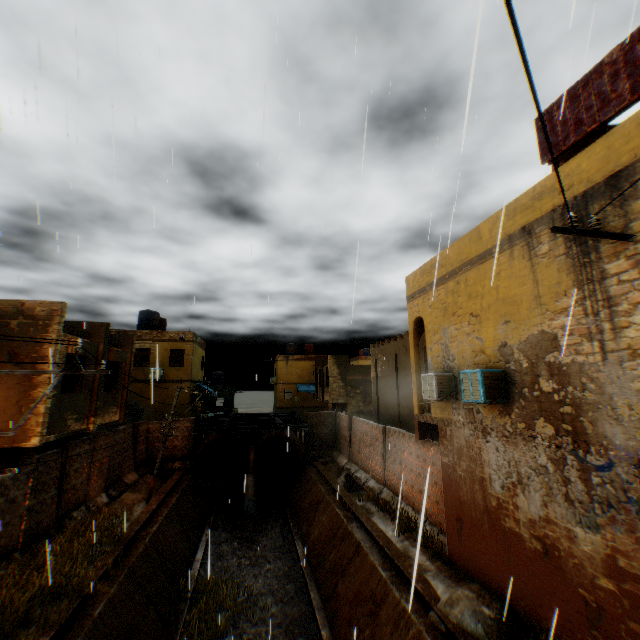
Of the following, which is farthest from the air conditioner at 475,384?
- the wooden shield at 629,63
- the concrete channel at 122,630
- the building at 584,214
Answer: the wooden shield at 629,63

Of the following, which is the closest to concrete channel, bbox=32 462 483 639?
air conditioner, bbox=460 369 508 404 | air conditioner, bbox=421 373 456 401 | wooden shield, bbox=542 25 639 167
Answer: air conditioner, bbox=460 369 508 404

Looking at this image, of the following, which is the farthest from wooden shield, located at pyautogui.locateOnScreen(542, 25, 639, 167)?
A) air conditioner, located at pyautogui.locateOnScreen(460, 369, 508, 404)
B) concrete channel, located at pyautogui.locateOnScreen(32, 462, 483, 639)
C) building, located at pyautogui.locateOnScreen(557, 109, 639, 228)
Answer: concrete channel, located at pyautogui.locateOnScreen(32, 462, 483, 639)

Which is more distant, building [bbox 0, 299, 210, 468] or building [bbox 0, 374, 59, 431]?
building [bbox 0, 299, 210, 468]

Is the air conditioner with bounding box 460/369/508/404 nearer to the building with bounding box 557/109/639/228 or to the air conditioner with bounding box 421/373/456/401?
the building with bounding box 557/109/639/228

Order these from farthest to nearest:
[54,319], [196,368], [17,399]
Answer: [196,368]
[54,319]
[17,399]

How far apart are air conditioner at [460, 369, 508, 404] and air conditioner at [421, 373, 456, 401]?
1.2 meters

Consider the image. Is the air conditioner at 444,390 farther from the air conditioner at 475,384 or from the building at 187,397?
→ the air conditioner at 475,384
